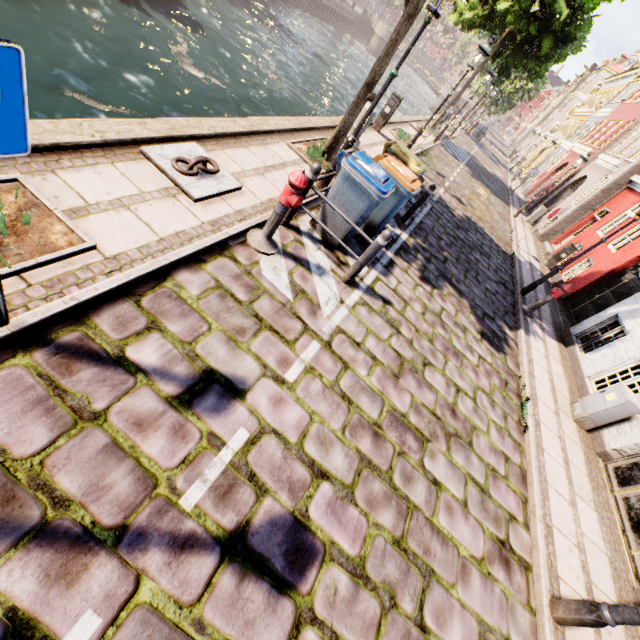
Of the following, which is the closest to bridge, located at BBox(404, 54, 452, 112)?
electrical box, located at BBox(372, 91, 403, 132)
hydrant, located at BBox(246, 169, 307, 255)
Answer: electrical box, located at BBox(372, 91, 403, 132)

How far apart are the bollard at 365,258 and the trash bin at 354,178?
0.62m

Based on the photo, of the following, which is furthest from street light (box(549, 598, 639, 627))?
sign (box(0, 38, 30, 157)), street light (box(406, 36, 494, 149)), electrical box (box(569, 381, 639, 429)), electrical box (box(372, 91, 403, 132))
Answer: electrical box (box(372, 91, 403, 132))

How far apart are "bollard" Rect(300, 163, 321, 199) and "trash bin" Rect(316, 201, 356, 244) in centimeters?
47cm

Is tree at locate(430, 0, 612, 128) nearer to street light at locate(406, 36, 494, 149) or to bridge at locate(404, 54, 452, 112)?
bridge at locate(404, 54, 452, 112)

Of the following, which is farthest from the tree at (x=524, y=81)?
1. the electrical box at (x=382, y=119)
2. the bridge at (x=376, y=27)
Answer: the electrical box at (x=382, y=119)

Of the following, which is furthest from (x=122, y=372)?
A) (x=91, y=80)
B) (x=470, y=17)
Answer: (x=470, y=17)

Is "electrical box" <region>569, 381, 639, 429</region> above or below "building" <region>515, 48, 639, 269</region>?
below
